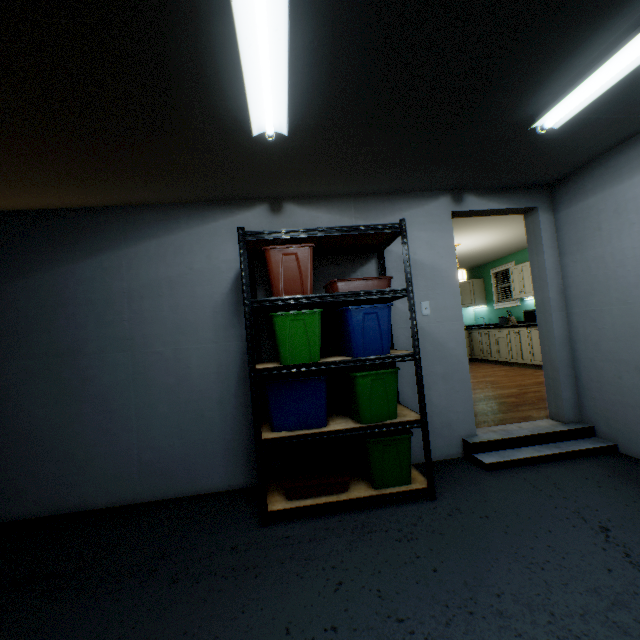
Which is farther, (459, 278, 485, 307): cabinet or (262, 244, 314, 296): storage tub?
(459, 278, 485, 307): cabinet

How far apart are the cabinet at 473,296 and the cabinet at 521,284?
1.4m

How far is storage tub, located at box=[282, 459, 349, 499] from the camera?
2.2m

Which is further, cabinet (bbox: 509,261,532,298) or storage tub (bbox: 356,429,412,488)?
cabinet (bbox: 509,261,532,298)

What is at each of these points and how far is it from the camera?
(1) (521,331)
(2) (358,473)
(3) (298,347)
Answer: (1) cabinet, 6.5 meters
(2) shelf, 2.5 meters
(3) storage tub, 2.2 meters

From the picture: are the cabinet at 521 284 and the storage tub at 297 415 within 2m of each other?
no

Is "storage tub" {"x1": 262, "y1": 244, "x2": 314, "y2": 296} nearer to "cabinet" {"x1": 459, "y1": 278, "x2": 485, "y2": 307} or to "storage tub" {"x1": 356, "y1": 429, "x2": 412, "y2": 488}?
"storage tub" {"x1": 356, "y1": 429, "x2": 412, "y2": 488}

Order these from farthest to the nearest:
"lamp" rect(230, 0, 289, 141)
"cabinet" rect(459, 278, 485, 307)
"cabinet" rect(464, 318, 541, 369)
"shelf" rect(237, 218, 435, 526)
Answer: "cabinet" rect(459, 278, 485, 307)
"cabinet" rect(464, 318, 541, 369)
"shelf" rect(237, 218, 435, 526)
"lamp" rect(230, 0, 289, 141)
